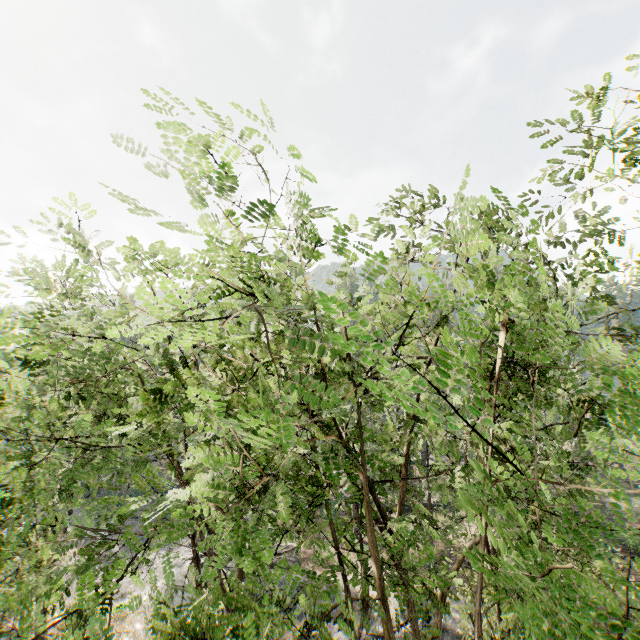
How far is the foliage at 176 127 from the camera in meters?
2.8

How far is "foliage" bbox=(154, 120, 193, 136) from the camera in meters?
2.8

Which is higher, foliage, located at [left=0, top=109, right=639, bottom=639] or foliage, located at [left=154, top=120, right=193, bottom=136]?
foliage, located at [left=154, top=120, right=193, bottom=136]

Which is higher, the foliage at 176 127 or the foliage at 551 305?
the foliage at 176 127

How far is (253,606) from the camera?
3.4 meters
